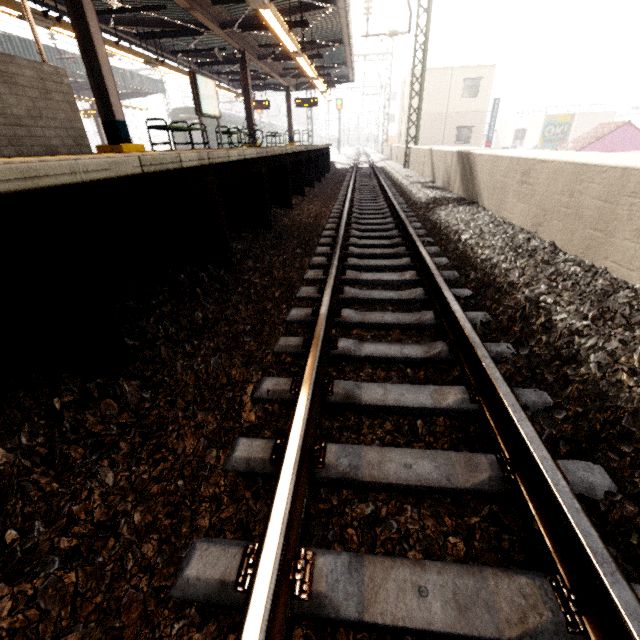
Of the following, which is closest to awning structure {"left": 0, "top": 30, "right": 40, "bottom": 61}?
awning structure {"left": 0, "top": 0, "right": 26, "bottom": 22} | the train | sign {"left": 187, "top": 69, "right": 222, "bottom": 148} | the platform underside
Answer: the train

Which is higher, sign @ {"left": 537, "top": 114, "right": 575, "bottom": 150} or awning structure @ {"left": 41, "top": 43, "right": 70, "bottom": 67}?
awning structure @ {"left": 41, "top": 43, "right": 70, "bottom": 67}

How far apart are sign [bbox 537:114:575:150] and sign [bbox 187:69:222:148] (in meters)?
32.39

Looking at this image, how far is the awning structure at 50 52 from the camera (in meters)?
15.83

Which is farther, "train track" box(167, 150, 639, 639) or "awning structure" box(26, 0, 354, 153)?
"awning structure" box(26, 0, 354, 153)

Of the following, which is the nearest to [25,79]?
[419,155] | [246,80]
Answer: [419,155]

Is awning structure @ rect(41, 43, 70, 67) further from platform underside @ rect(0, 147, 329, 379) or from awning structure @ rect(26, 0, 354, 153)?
platform underside @ rect(0, 147, 329, 379)

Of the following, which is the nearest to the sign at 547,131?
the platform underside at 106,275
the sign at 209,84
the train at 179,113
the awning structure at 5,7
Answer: the awning structure at 5,7
